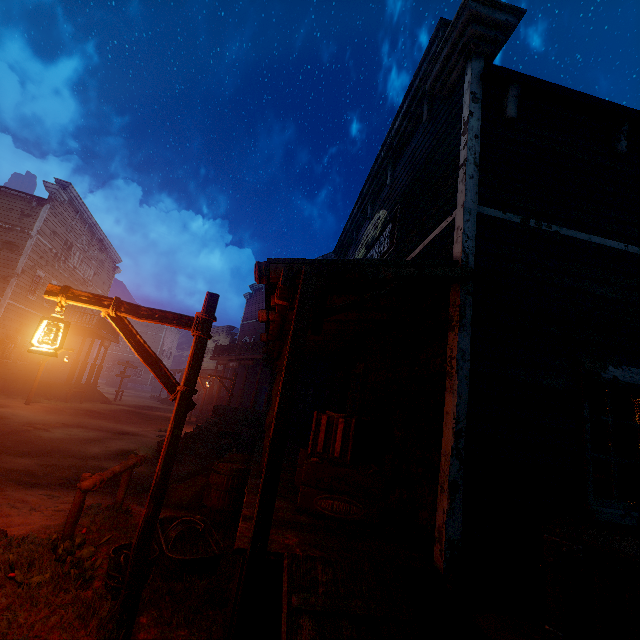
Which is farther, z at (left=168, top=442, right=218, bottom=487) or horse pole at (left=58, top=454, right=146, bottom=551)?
z at (left=168, top=442, right=218, bottom=487)

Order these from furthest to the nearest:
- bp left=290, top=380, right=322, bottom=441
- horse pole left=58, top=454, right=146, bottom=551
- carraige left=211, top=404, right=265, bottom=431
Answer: carraige left=211, top=404, right=265, bottom=431, bp left=290, top=380, right=322, bottom=441, horse pole left=58, top=454, right=146, bottom=551

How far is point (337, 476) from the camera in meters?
4.1

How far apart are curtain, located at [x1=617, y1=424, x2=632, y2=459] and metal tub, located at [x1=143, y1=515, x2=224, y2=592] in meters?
4.8

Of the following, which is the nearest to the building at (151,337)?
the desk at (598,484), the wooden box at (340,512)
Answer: the wooden box at (340,512)

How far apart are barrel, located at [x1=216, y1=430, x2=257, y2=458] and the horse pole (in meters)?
5.37

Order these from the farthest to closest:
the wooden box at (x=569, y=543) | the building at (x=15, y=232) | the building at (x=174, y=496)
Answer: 1. the building at (x=15, y=232)
2. the building at (x=174, y=496)
3. the wooden box at (x=569, y=543)

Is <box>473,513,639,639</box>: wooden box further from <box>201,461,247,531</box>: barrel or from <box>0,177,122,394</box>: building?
<box>201,461,247,531</box>: barrel
